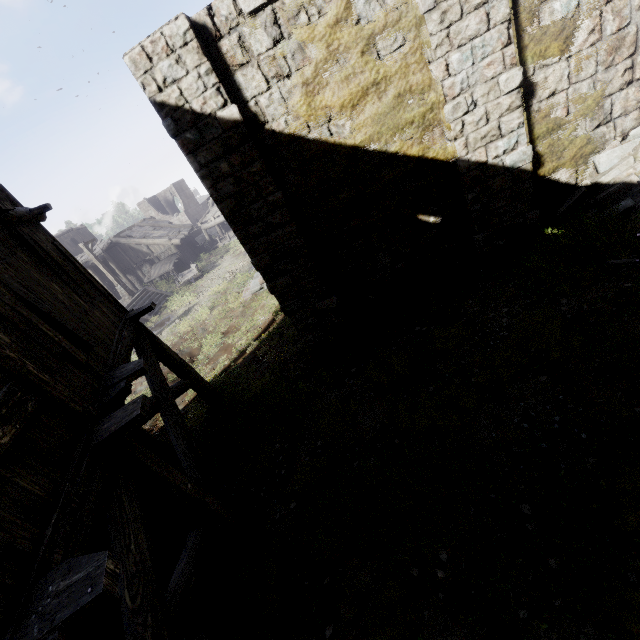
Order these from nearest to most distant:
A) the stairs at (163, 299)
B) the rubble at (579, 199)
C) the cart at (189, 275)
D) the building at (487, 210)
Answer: the building at (487, 210)
the rubble at (579, 199)
the stairs at (163, 299)
the cart at (189, 275)

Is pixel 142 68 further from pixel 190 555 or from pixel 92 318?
pixel 190 555

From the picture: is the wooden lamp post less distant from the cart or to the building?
the cart

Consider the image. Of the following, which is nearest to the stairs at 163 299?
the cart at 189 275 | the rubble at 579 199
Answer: the cart at 189 275

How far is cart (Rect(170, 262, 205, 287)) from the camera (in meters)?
25.44

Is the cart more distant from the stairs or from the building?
the building

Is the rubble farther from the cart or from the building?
the cart

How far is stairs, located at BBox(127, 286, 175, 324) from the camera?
22.09m
